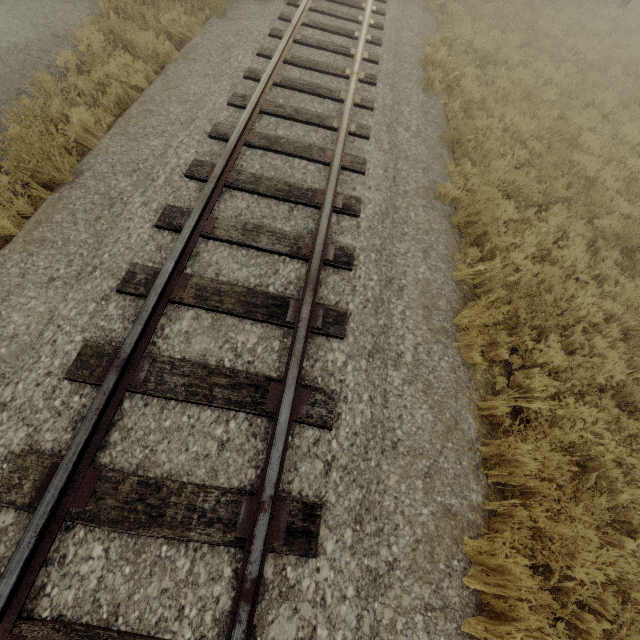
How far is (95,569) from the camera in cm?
233
